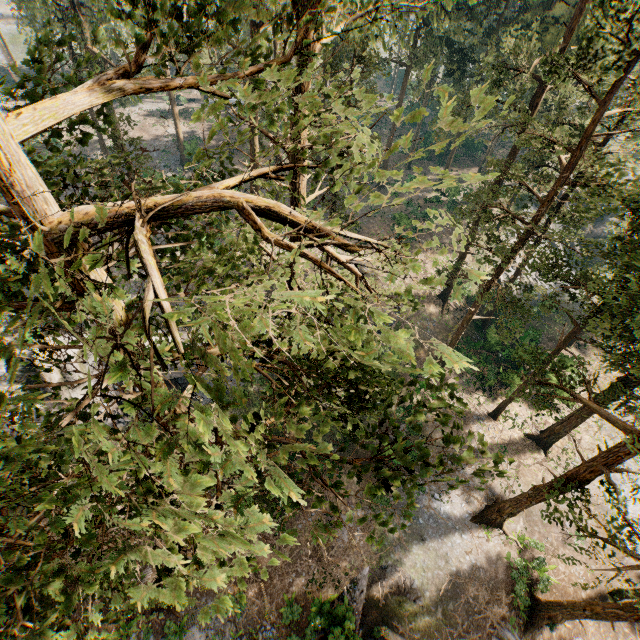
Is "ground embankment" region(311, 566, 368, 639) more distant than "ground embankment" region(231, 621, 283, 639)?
No

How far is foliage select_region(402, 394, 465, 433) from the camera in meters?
8.0

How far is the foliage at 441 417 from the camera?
8.0m

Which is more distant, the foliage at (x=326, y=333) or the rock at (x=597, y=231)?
the rock at (x=597, y=231)

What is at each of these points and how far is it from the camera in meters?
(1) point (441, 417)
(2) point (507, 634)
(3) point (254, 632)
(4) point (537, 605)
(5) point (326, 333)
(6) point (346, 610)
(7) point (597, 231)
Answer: (1) foliage, 8.1 m
(2) foliage, 19.8 m
(3) ground embankment, 18.9 m
(4) foliage, 20.5 m
(5) foliage, 9.3 m
(6) ground embankment, 18.9 m
(7) rock, 41.5 m

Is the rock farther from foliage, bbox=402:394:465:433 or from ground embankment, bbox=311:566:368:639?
ground embankment, bbox=311:566:368:639

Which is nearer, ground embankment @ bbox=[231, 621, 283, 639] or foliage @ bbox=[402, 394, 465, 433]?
foliage @ bbox=[402, 394, 465, 433]
